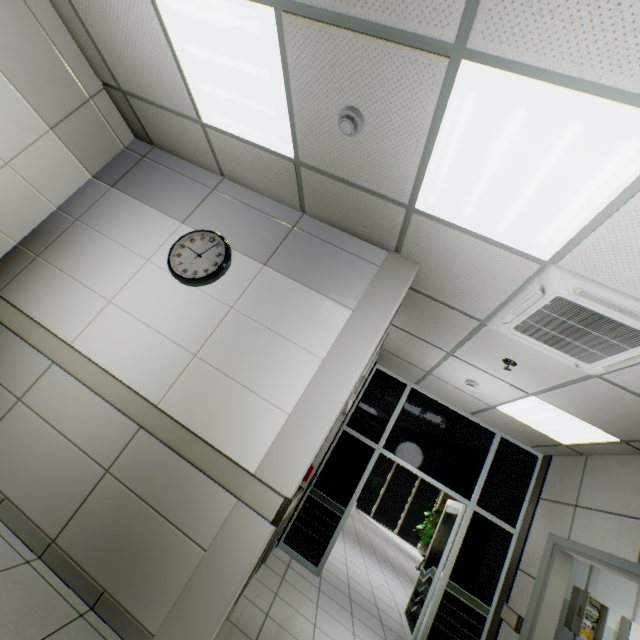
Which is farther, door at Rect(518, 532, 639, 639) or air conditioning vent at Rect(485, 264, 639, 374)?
door at Rect(518, 532, 639, 639)

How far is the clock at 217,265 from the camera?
2.9 meters

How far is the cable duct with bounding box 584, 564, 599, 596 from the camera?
4.36m

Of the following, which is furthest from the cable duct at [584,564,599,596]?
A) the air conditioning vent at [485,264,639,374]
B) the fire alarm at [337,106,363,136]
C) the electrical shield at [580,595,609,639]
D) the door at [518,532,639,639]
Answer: the fire alarm at [337,106,363,136]

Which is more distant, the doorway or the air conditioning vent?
the doorway

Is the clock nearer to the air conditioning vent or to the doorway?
the air conditioning vent

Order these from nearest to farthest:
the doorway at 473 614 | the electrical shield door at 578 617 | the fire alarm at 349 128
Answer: the fire alarm at 349 128
the electrical shield door at 578 617
the doorway at 473 614

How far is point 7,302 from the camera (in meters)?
2.85
